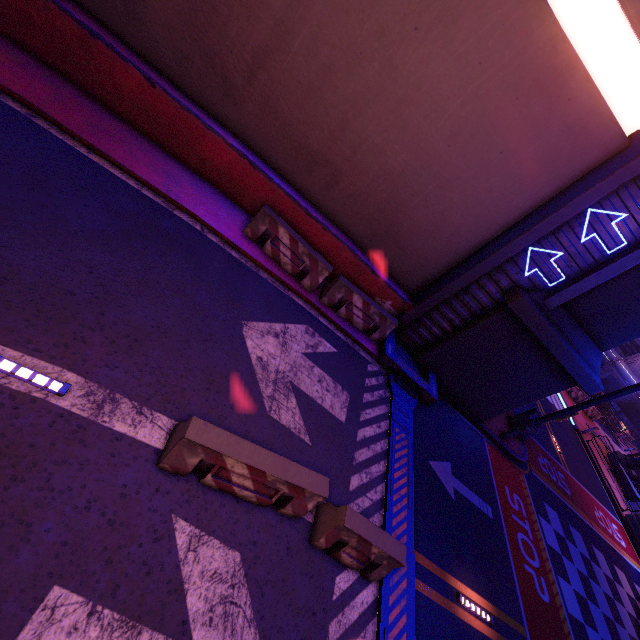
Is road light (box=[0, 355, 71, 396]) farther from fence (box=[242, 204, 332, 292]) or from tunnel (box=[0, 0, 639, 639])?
fence (box=[242, 204, 332, 292])

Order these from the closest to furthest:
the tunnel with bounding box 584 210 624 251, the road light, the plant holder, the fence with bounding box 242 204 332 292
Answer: the road light < the tunnel with bounding box 584 210 624 251 < the fence with bounding box 242 204 332 292 < the plant holder

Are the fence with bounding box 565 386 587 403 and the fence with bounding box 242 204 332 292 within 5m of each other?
no

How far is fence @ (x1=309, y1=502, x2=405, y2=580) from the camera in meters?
5.1

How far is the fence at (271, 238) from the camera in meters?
8.4

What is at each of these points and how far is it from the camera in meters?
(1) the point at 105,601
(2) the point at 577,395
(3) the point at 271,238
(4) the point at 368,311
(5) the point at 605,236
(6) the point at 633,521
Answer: (1) tunnel, 3.5 m
(2) fence, 28.1 m
(3) fence, 8.6 m
(4) fence, 9.6 m
(5) tunnel, 8.1 m
(6) plant holder, 18.1 m

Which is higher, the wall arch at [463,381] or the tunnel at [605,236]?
the tunnel at [605,236]

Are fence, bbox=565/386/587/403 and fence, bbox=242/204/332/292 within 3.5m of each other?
no
